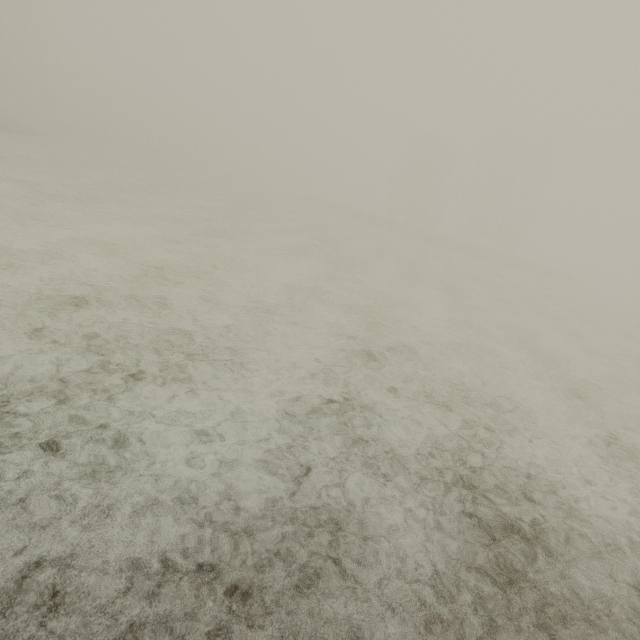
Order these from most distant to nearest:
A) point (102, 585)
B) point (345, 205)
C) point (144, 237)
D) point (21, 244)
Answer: point (345, 205) → point (144, 237) → point (21, 244) → point (102, 585)
